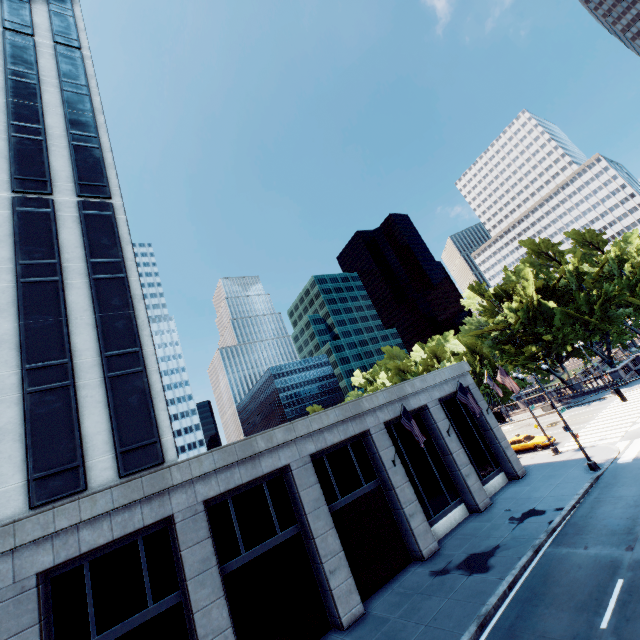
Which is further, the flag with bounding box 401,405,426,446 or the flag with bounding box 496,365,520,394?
the flag with bounding box 496,365,520,394

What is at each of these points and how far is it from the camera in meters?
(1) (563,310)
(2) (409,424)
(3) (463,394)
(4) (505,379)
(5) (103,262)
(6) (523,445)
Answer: (1) tree, 46.1 m
(2) flag, 19.1 m
(3) flag, 22.5 m
(4) flag, 25.4 m
(5) building, 18.5 m
(6) vehicle, 31.6 m

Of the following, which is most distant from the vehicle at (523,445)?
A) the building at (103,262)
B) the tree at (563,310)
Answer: the tree at (563,310)

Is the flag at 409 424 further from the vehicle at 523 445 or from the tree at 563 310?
the tree at 563 310

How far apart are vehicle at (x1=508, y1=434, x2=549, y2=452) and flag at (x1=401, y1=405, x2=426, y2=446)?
18.8m

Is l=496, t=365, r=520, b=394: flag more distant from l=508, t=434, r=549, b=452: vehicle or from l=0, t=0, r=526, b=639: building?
l=508, t=434, r=549, b=452: vehicle

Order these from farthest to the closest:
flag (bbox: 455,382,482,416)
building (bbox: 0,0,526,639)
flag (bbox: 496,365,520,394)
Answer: flag (bbox: 496,365,520,394)
flag (bbox: 455,382,482,416)
building (bbox: 0,0,526,639)

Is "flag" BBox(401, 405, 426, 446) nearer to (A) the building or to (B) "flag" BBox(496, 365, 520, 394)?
(A) the building
